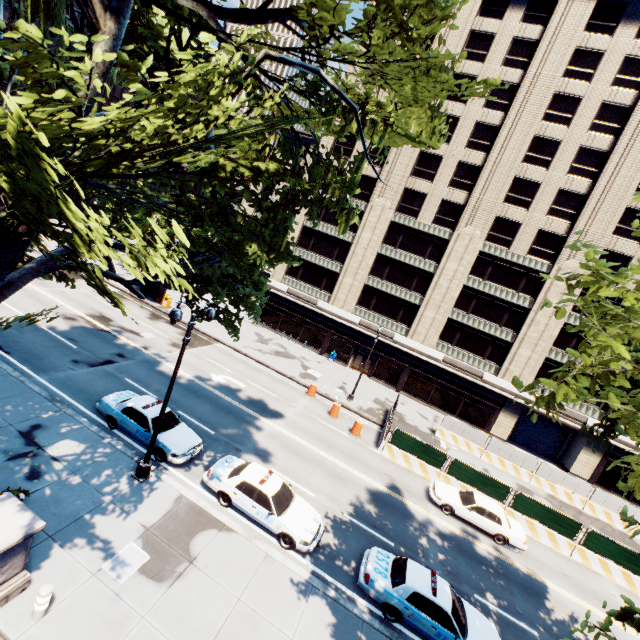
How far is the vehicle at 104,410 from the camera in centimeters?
1421cm

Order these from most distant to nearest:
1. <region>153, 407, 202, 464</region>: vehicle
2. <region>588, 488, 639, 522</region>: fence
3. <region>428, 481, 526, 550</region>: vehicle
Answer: <region>588, 488, 639, 522</region>: fence < <region>428, 481, 526, 550</region>: vehicle < <region>153, 407, 202, 464</region>: vehicle

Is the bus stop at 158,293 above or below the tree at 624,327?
below

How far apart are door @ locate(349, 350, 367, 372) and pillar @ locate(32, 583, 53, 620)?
32.5m

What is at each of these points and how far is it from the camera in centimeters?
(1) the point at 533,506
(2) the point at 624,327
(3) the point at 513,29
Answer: (1) fence, 1961cm
(2) tree, 541cm
(3) building, 3219cm

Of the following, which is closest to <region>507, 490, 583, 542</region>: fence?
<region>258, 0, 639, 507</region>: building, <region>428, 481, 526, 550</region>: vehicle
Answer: <region>428, 481, 526, 550</region>: vehicle

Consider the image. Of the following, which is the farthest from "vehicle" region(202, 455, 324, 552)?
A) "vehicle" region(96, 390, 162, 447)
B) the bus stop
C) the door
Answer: the door

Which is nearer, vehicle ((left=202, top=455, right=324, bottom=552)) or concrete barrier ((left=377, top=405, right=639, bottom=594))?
vehicle ((left=202, top=455, right=324, bottom=552))
